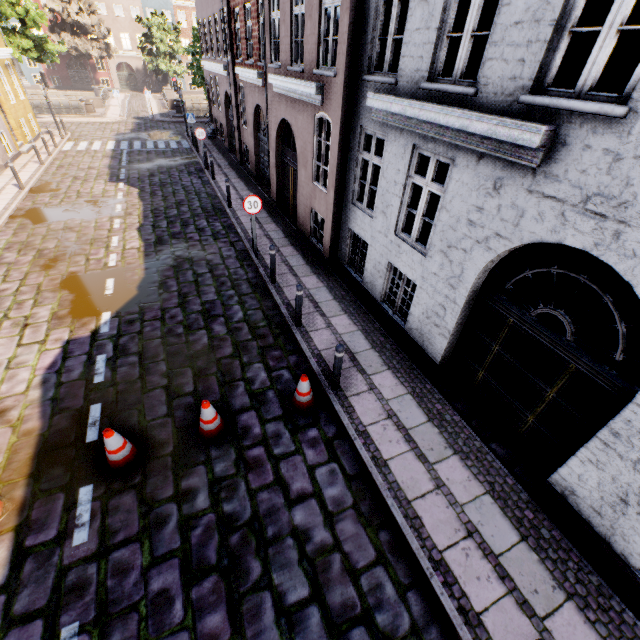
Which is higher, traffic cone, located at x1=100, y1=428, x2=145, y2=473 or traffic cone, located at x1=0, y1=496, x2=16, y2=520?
traffic cone, located at x1=100, y1=428, x2=145, y2=473

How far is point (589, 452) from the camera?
4.2m

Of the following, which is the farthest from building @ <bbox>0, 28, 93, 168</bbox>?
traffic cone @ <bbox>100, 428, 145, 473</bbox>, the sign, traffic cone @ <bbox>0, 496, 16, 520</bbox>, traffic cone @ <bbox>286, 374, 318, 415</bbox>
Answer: traffic cone @ <bbox>100, 428, 145, 473</bbox>

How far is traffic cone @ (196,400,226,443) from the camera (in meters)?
5.10

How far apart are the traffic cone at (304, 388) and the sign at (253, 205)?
5.4 meters

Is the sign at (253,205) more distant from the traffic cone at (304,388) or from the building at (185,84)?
the traffic cone at (304,388)

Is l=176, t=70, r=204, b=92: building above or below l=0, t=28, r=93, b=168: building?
above

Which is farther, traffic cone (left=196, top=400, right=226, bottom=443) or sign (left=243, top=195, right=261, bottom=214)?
sign (left=243, top=195, right=261, bottom=214)
